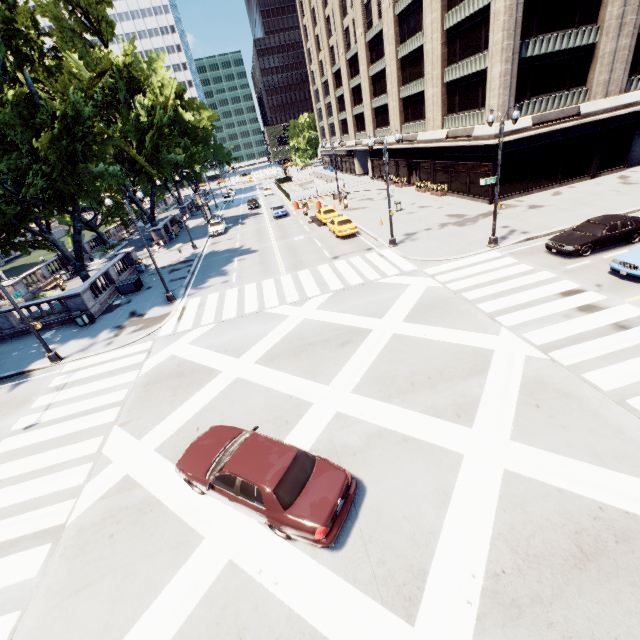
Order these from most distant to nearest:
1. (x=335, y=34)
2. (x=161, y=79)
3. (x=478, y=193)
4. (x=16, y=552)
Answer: (x=335, y=34) < (x=161, y=79) < (x=478, y=193) < (x=16, y=552)

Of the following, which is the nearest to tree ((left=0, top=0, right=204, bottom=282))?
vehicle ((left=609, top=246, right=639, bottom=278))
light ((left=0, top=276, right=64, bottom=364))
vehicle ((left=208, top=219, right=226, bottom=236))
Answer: light ((left=0, top=276, right=64, bottom=364))

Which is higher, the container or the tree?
the tree

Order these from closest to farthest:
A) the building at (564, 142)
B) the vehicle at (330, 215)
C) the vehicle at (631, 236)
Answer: the vehicle at (631, 236) → the building at (564, 142) → the vehicle at (330, 215)

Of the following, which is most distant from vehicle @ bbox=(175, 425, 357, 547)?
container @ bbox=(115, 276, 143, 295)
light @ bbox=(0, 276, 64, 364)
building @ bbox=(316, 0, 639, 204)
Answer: building @ bbox=(316, 0, 639, 204)

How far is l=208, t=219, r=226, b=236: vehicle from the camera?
39.1 meters

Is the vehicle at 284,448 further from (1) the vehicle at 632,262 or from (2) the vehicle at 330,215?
(2) the vehicle at 330,215

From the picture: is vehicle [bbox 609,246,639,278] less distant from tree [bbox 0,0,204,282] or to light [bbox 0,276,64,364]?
light [bbox 0,276,64,364]
